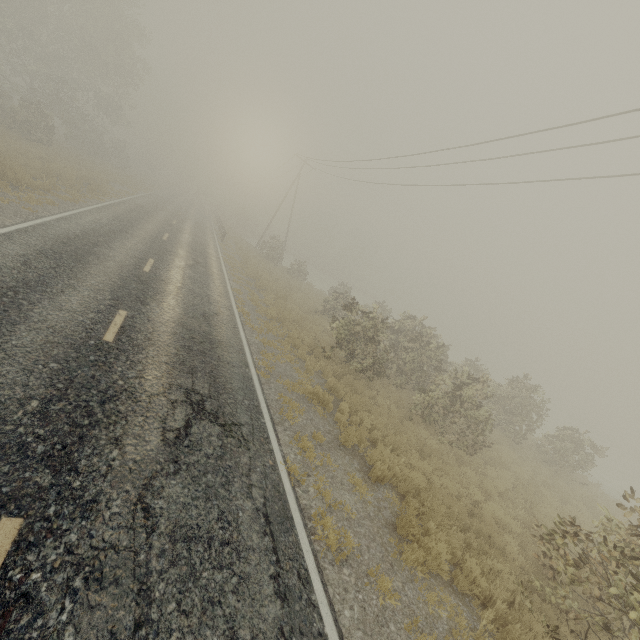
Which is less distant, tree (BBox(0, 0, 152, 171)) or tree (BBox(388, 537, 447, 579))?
tree (BBox(388, 537, 447, 579))

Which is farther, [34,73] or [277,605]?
[34,73]

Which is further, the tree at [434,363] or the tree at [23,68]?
the tree at [23,68]

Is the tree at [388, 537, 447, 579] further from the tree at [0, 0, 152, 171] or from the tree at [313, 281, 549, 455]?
the tree at [0, 0, 152, 171]

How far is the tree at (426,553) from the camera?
5.83m
